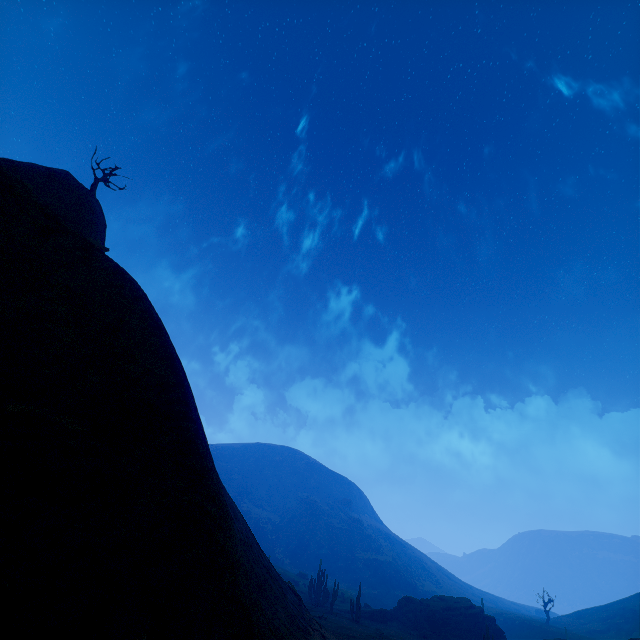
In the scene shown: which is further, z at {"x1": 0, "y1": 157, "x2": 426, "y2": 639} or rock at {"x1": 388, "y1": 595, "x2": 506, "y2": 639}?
rock at {"x1": 388, "y1": 595, "x2": 506, "y2": 639}

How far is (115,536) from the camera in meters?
5.9

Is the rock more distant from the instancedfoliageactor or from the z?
the z

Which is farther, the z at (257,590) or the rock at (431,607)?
the rock at (431,607)

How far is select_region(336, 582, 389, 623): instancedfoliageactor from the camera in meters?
40.0 m

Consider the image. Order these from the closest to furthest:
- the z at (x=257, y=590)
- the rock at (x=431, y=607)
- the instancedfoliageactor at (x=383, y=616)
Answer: the z at (x=257, y=590)
the instancedfoliageactor at (x=383, y=616)
the rock at (x=431, y=607)

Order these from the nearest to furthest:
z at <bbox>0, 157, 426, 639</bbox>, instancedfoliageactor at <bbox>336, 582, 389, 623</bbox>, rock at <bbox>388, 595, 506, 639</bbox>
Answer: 1. z at <bbox>0, 157, 426, 639</bbox>
2. instancedfoliageactor at <bbox>336, 582, 389, 623</bbox>
3. rock at <bbox>388, 595, 506, 639</bbox>
